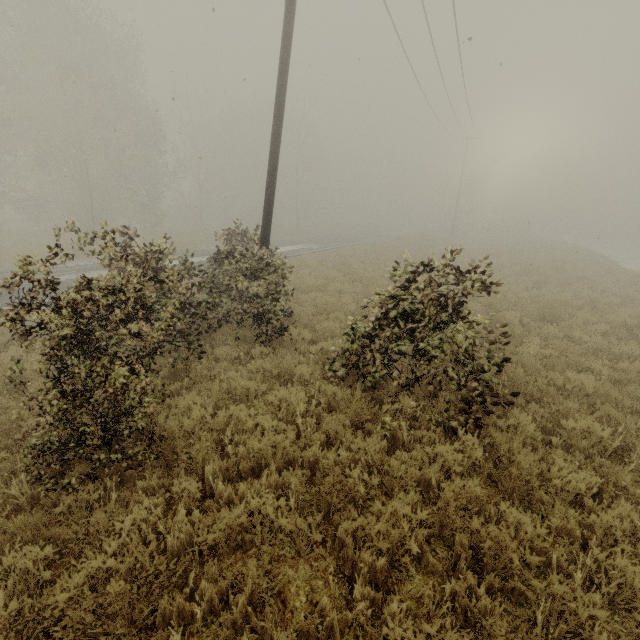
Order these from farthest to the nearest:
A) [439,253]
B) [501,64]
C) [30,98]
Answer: [439,253] < [30,98] < [501,64]
